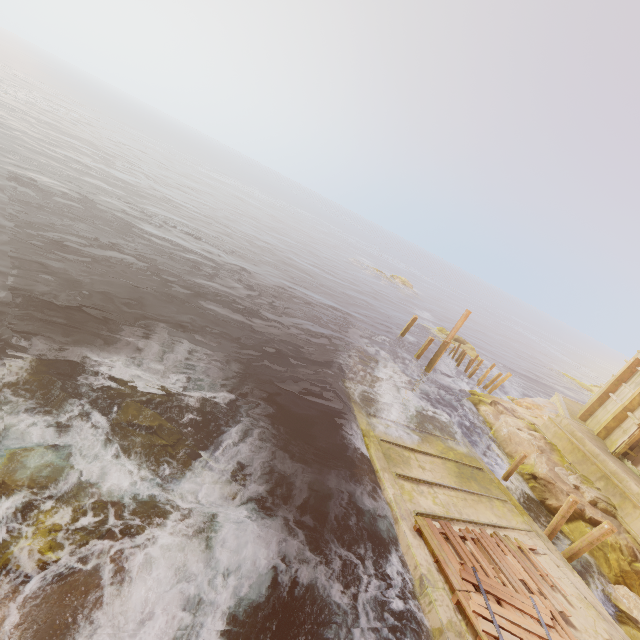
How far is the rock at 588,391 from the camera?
49.61m

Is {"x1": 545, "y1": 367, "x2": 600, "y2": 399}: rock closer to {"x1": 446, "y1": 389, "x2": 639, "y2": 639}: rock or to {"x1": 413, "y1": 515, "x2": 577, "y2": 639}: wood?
{"x1": 446, "y1": 389, "x2": 639, "y2": 639}: rock

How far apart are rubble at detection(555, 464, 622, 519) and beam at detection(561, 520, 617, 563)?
3.09m

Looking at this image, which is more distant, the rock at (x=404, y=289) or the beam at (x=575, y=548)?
the rock at (x=404, y=289)

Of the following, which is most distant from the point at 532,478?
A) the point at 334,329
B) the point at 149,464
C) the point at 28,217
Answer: the point at 28,217

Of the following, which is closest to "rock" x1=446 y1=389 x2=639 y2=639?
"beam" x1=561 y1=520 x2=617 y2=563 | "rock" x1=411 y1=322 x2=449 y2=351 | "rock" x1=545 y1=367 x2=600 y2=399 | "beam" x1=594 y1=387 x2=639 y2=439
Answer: "beam" x1=561 y1=520 x2=617 y2=563

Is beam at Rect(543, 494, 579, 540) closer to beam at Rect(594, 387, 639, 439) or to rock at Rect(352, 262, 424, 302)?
beam at Rect(594, 387, 639, 439)

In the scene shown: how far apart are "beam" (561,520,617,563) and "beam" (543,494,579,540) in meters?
0.3 m
